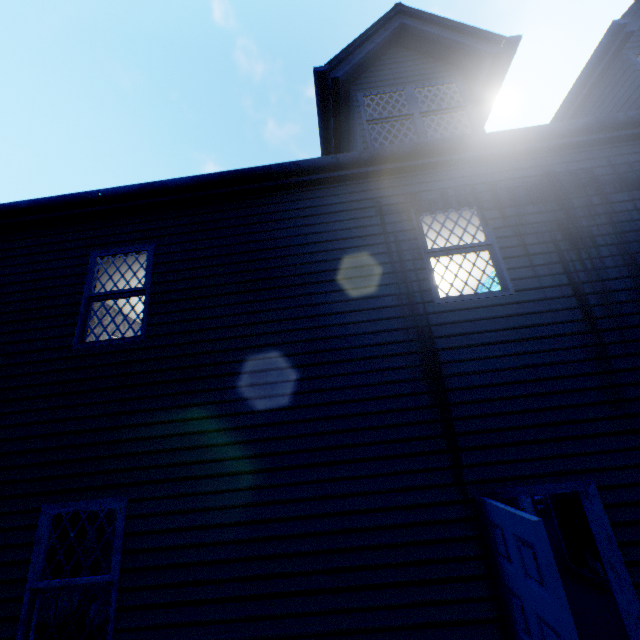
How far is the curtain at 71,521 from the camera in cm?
579

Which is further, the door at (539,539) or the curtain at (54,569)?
the curtain at (54,569)

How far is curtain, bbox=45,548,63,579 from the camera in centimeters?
551cm

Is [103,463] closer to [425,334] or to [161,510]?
[161,510]

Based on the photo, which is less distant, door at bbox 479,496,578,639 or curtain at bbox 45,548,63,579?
door at bbox 479,496,578,639
